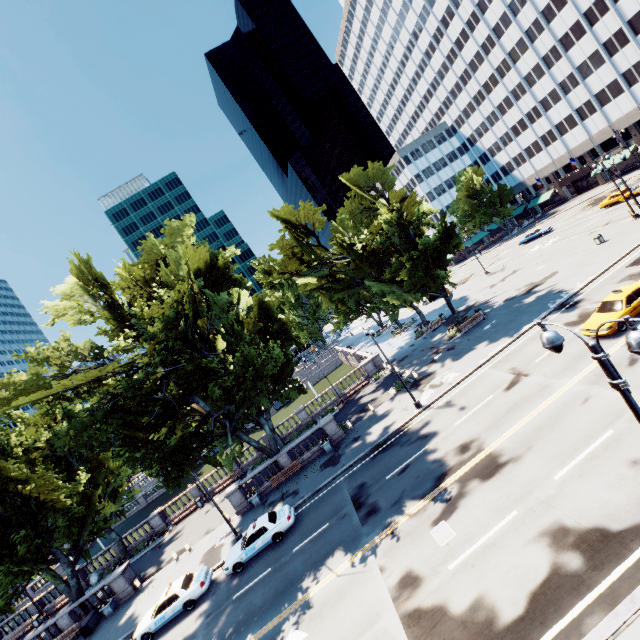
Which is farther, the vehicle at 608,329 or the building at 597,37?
the building at 597,37

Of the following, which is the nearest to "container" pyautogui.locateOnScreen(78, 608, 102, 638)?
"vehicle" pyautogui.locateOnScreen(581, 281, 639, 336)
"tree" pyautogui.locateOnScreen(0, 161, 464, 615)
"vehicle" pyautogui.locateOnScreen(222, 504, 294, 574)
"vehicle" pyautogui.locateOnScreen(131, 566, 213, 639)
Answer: "tree" pyautogui.locateOnScreen(0, 161, 464, 615)

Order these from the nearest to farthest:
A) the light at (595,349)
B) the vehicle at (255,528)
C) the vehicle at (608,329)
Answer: the light at (595,349) < the vehicle at (608,329) < the vehicle at (255,528)

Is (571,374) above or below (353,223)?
below

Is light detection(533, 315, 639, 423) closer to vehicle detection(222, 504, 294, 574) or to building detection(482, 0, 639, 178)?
vehicle detection(222, 504, 294, 574)

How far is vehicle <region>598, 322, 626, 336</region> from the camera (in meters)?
18.11

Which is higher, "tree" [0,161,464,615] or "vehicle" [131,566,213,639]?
"tree" [0,161,464,615]

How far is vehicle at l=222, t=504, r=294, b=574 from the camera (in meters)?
20.00
